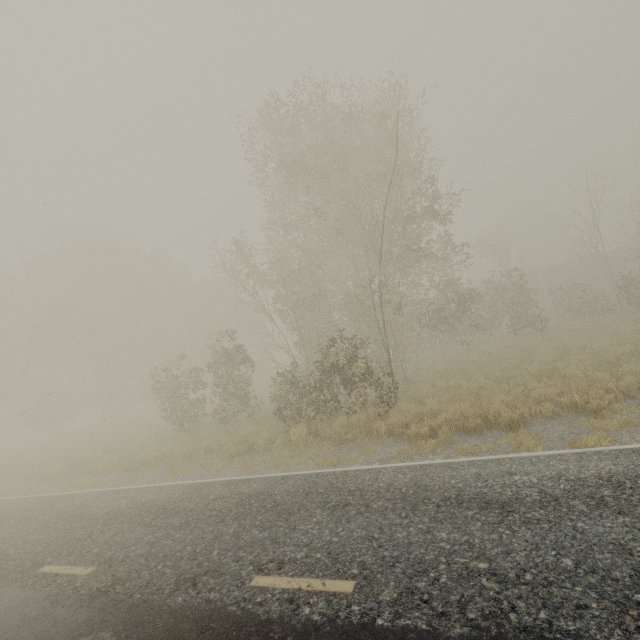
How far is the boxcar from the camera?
37.2 meters

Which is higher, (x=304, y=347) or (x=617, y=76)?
(x=617, y=76)

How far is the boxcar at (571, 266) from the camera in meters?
37.2 m
